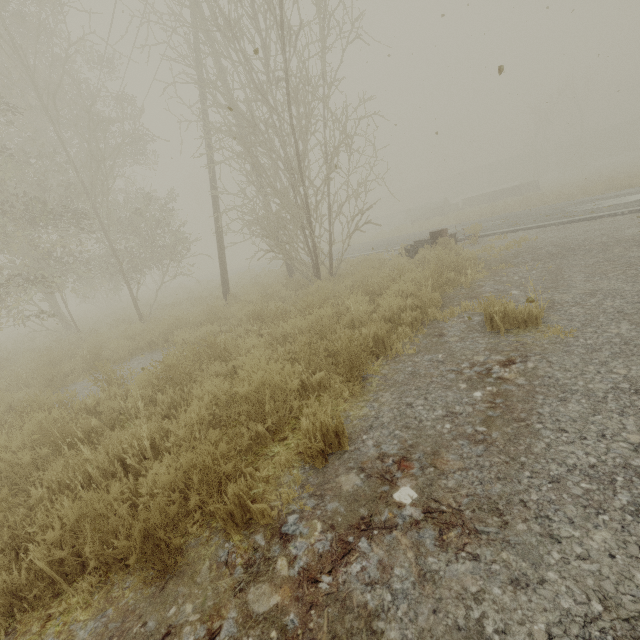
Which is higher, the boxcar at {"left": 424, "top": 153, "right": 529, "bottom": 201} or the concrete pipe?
the boxcar at {"left": 424, "top": 153, "right": 529, "bottom": 201}

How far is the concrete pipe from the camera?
33.2m

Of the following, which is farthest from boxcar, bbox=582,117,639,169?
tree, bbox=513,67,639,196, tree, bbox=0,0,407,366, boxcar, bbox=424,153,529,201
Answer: tree, bbox=0,0,407,366

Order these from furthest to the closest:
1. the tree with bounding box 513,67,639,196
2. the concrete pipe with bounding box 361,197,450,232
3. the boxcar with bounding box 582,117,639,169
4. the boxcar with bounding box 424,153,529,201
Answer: the boxcar with bounding box 424,153,529,201
the boxcar with bounding box 582,117,639,169
the concrete pipe with bounding box 361,197,450,232
the tree with bounding box 513,67,639,196

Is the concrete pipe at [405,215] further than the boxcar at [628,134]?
No

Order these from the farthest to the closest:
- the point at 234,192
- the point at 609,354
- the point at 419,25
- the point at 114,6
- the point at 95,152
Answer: the point at 234,192 → the point at 95,152 → the point at 114,6 → the point at 419,25 → the point at 609,354

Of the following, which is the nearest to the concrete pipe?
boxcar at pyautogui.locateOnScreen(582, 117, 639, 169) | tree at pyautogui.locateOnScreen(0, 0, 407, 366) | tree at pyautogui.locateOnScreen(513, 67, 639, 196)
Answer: tree at pyautogui.locateOnScreen(513, 67, 639, 196)

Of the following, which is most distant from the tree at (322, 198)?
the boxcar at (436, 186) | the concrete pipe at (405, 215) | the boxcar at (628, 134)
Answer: the boxcar at (628, 134)
